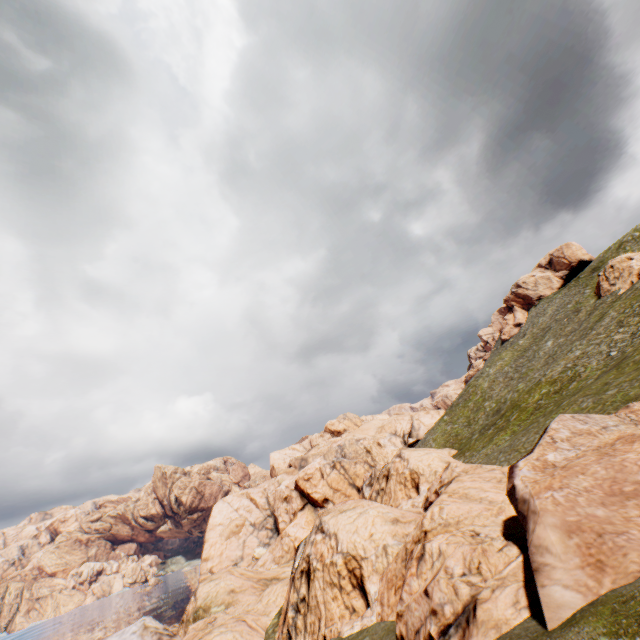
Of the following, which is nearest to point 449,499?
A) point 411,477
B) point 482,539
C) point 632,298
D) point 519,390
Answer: point 482,539

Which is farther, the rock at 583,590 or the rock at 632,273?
the rock at 632,273

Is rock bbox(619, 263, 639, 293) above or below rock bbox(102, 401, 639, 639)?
above

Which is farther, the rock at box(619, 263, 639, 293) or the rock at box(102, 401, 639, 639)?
the rock at box(619, 263, 639, 293)

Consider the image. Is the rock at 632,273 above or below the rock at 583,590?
above
